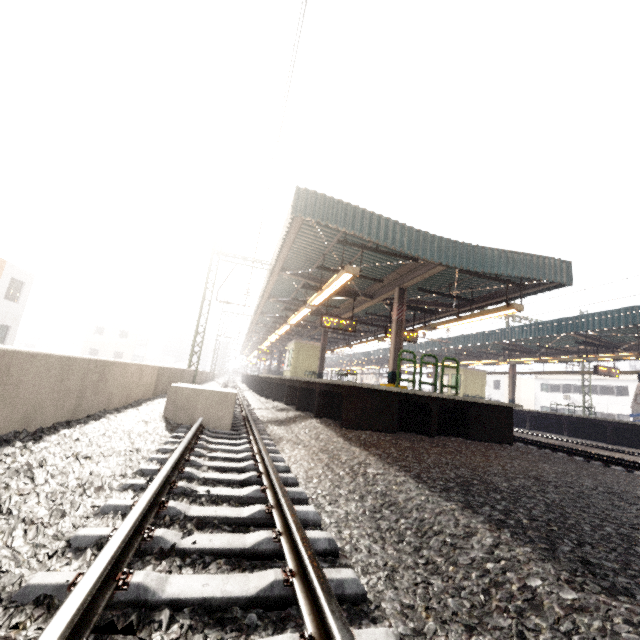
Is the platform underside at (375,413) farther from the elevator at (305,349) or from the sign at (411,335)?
the sign at (411,335)

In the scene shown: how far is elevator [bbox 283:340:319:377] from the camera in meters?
24.1

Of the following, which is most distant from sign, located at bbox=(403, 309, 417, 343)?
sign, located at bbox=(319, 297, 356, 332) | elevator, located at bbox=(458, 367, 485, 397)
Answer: elevator, located at bbox=(458, 367, 485, 397)

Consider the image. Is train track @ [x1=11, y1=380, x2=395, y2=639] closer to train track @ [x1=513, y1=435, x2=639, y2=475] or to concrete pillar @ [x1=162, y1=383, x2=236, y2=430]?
concrete pillar @ [x1=162, y1=383, x2=236, y2=430]

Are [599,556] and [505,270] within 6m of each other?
no

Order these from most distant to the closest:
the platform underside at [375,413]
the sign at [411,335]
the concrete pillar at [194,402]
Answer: the sign at [411,335]
the platform underside at [375,413]
the concrete pillar at [194,402]

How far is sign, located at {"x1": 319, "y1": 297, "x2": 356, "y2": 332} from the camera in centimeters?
1305cm

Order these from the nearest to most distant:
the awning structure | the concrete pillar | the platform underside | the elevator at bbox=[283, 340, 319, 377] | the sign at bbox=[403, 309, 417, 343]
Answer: the concrete pillar, the platform underside, the awning structure, the sign at bbox=[403, 309, 417, 343], the elevator at bbox=[283, 340, 319, 377]
